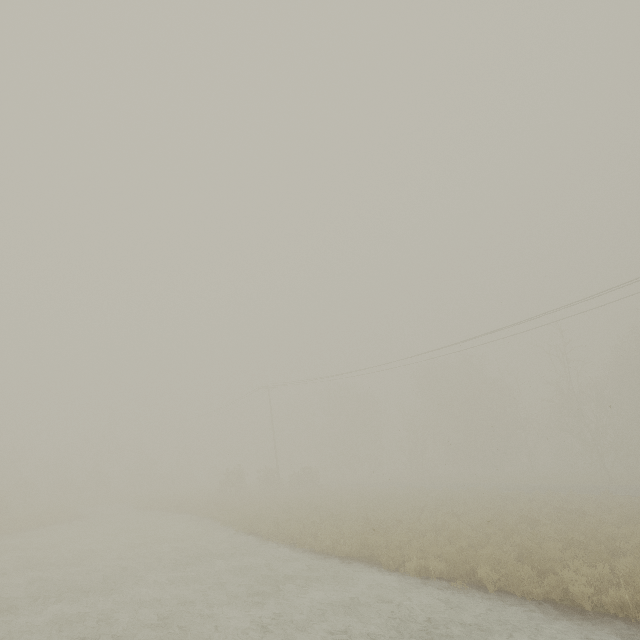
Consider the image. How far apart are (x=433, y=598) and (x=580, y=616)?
3.20m
